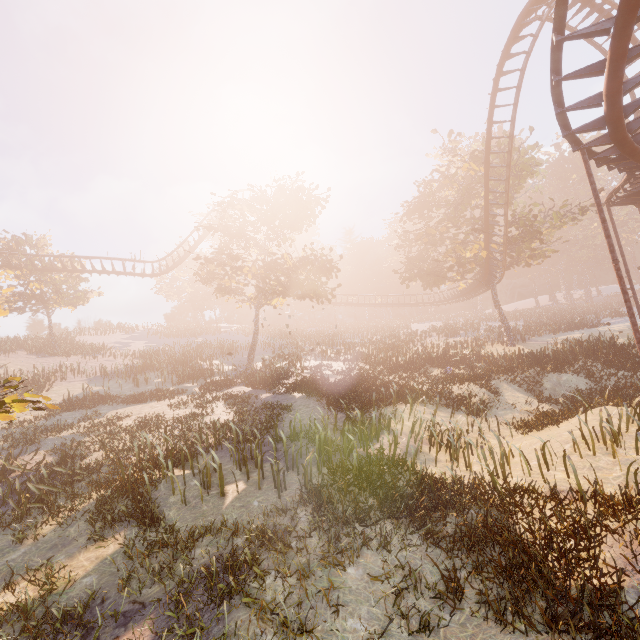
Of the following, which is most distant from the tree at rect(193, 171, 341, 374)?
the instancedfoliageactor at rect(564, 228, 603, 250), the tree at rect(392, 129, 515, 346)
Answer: the instancedfoliageactor at rect(564, 228, 603, 250)

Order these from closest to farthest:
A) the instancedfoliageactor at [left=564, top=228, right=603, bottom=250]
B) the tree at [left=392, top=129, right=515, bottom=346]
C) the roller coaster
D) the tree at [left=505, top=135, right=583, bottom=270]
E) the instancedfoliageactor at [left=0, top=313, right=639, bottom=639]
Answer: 1. the instancedfoliageactor at [left=0, top=313, right=639, bottom=639]
2. the roller coaster
3. the tree at [left=505, top=135, right=583, bottom=270]
4. the tree at [left=392, top=129, right=515, bottom=346]
5. the instancedfoliageactor at [left=564, top=228, right=603, bottom=250]

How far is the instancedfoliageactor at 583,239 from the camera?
56.9m

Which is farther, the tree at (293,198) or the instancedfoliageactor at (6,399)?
the tree at (293,198)

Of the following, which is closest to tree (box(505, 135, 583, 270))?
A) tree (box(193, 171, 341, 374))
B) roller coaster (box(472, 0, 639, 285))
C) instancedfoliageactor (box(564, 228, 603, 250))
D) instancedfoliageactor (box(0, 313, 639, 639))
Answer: roller coaster (box(472, 0, 639, 285))

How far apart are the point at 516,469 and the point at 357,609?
6.4 meters

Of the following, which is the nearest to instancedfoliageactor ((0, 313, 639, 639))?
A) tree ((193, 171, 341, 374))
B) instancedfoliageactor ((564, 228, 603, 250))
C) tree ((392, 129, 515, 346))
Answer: tree ((193, 171, 341, 374))

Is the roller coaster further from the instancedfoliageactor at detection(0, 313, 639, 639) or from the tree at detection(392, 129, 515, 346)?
the instancedfoliageactor at detection(0, 313, 639, 639)
